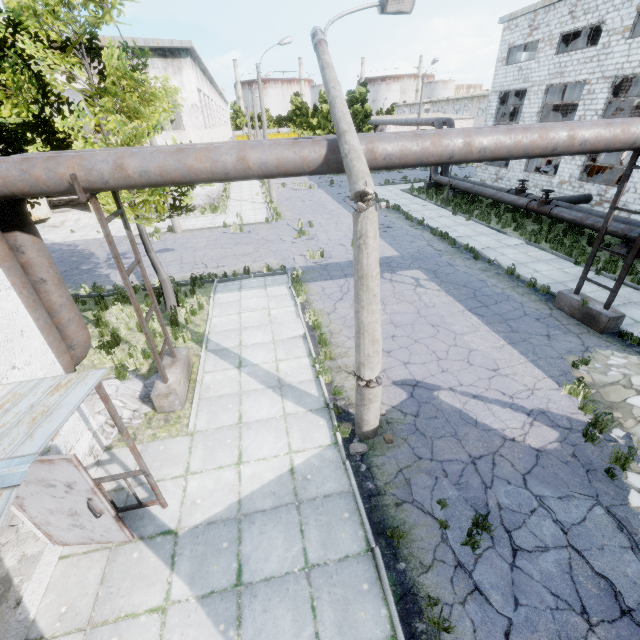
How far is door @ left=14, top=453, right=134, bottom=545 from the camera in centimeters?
407cm

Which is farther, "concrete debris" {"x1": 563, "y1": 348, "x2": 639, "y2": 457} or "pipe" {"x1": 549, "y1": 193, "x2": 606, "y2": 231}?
"pipe" {"x1": 549, "y1": 193, "x2": 606, "y2": 231}

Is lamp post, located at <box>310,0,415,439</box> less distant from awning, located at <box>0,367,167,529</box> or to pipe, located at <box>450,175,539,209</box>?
awning, located at <box>0,367,167,529</box>

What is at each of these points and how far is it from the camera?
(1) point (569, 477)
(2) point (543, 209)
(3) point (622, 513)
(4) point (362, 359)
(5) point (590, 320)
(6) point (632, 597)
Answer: (1) asphalt debris, 5.8m
(2) pipe valve, 17.1m
(3) asphalt debris, 5.2m
(4) lamp post, 5.8m
(5) pipe holder, 9.6m
(6) asphalt debris, 4.3m

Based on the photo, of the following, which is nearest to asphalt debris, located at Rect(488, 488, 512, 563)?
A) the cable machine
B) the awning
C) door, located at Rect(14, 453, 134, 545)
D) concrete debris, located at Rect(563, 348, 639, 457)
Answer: concrete debris, located at Rect(563, 348, 639, 457)

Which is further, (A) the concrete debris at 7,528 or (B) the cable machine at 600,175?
(B) the cable machine at 600,175

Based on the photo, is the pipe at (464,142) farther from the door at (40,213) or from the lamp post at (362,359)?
the door at (40,213)

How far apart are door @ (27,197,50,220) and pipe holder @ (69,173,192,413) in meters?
22.3
